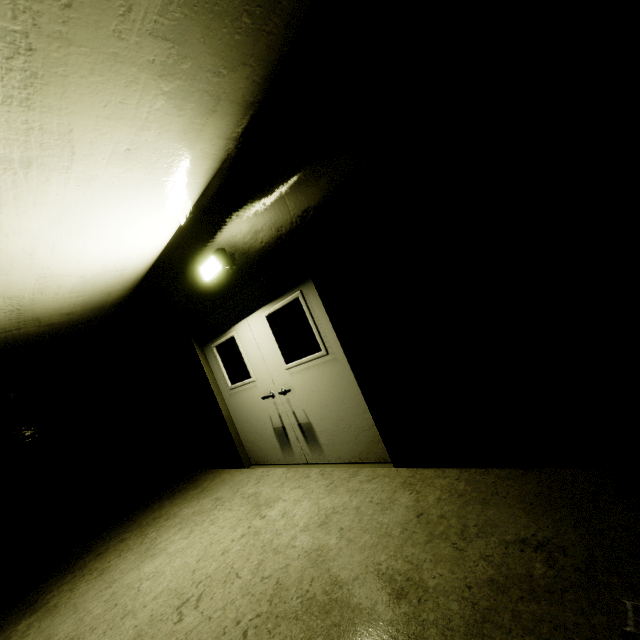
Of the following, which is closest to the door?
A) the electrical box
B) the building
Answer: the building

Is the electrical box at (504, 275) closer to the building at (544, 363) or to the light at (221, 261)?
the building at (544, 363)

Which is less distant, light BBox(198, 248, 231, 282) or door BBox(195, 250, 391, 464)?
door BBox(195, 250, 391, 464)

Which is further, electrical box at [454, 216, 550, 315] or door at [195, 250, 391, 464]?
door at [195, 250, 391, 464]

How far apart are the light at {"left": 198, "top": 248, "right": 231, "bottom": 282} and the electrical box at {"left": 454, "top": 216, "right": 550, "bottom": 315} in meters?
2.9 m

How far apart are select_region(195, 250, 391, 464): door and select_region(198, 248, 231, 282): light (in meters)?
0.34

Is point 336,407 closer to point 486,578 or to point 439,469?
point 439,469

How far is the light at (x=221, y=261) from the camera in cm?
405
